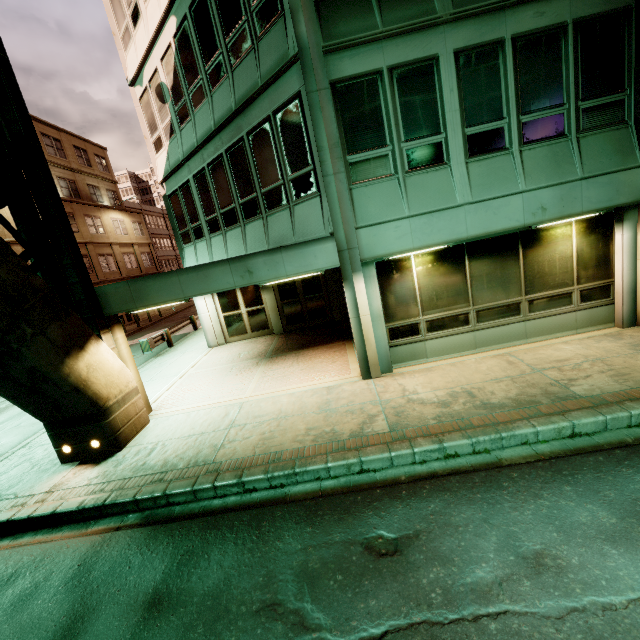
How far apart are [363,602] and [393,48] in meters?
9.6
